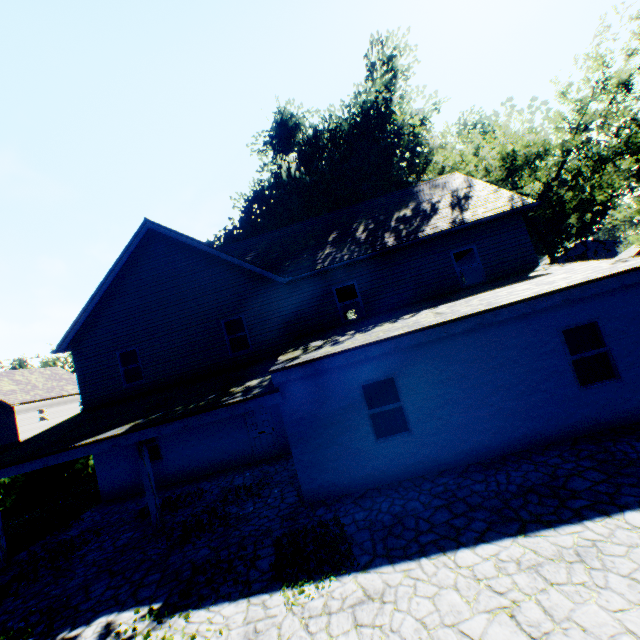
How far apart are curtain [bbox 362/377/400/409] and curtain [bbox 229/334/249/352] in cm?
680

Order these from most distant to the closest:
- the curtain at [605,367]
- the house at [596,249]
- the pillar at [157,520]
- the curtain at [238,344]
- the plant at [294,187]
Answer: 1. the house at [596,249]
2. the plant at [294,187]
3. the curtain at [238,344]
4. the pillar at [157,520]
5. the curtain at [605,367]

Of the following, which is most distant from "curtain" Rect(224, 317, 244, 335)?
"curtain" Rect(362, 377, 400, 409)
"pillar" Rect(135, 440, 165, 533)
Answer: "curtain" Rect(362, 377, 400, 409)

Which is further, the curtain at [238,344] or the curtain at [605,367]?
the curtain at [238,344]

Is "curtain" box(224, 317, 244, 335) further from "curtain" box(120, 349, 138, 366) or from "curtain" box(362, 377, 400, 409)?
"curtain" box(362, 377, 400, 409)

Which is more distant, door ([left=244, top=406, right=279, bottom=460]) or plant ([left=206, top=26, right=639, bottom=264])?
plant ([left=206, top=26, right=639, bottom=264])

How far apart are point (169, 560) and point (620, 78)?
29.0m

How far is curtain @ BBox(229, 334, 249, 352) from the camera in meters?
14.0
